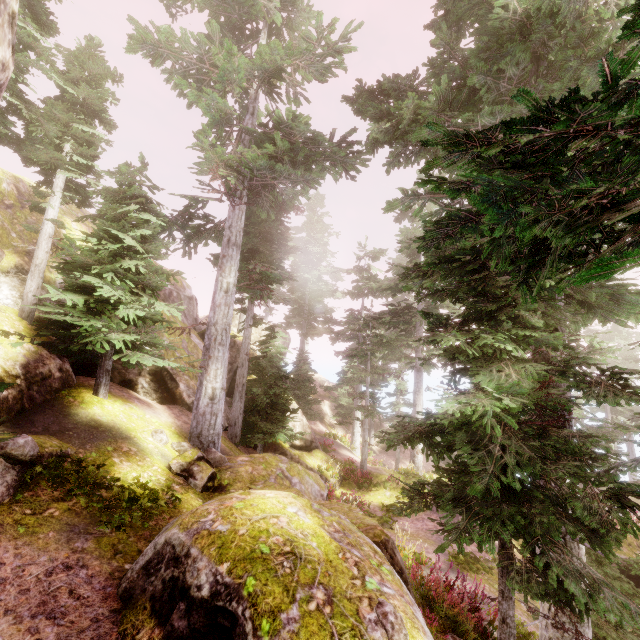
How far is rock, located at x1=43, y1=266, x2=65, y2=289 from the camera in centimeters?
1151cm

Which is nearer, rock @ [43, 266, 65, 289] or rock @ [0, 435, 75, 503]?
rock @ [0, 435, 75, 503]

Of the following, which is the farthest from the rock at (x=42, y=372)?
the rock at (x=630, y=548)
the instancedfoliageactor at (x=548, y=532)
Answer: the rock at (x=630, y=548)

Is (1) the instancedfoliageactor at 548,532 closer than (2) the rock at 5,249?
Yes

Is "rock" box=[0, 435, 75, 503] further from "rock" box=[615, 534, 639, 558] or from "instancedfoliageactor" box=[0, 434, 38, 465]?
"rock" box=[615, 534, 639, 558]

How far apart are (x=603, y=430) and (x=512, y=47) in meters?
16.8 m

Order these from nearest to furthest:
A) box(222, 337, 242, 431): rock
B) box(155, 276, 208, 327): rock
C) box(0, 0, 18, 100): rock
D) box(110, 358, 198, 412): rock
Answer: box(0, 0, 18, 100): rock → box(110, 358, 198, 412): rock → box(222, 337, 242, 431): rock → box(155, 276, 208, 327): rock
